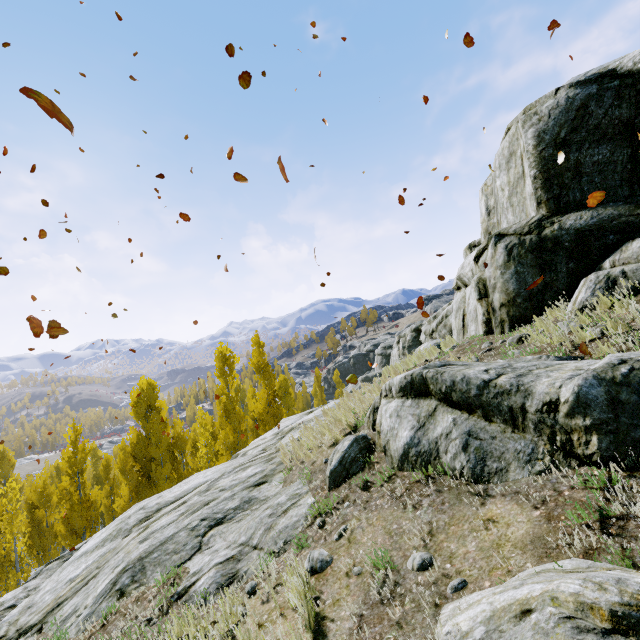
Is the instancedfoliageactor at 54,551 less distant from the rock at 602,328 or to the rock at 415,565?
the rock at 602,328

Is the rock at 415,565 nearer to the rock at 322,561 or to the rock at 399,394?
the rock at 399,394

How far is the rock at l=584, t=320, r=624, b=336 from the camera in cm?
521

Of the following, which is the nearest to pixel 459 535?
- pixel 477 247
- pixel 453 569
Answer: pixel 453 569

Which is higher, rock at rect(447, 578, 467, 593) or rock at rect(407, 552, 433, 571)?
rock at rect(447, 578, 467, 593)

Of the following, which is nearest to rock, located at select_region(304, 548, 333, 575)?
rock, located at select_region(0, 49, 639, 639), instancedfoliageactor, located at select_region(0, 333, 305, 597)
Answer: rock, located at select_region(0, 49, 639, 639)

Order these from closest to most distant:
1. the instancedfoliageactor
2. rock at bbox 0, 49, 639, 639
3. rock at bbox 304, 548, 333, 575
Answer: rock at bbox 304, 548, 333, 575, rock at bbox 0, 49, 639, 639, the instancedfoliageactor
